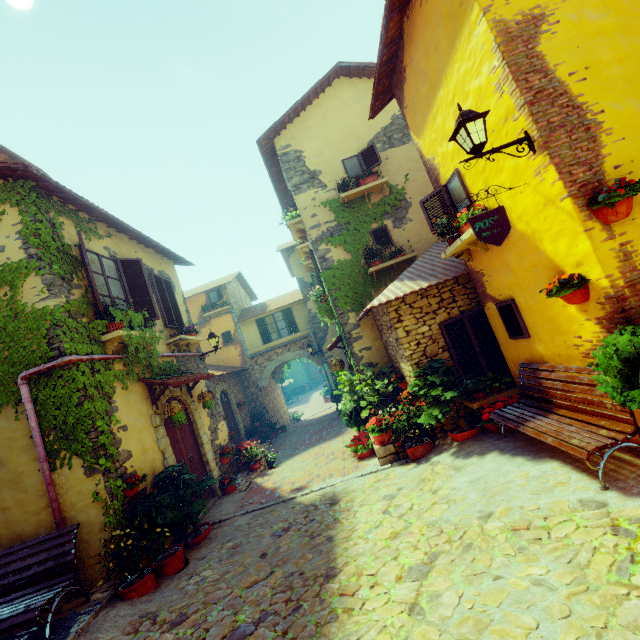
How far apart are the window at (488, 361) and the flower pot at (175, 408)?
5.97m

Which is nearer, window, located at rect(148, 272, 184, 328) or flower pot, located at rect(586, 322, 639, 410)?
flower pot, located at rect(586, 322, 639, 410)

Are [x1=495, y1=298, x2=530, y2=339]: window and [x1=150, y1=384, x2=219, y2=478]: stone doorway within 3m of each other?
no

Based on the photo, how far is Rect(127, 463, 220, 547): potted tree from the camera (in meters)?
5.30

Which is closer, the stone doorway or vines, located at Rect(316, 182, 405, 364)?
the stone doorway

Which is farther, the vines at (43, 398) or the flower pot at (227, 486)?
the flower pot at (227, 486)

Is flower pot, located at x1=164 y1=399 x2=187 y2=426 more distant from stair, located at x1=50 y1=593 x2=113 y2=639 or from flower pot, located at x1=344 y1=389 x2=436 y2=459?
flower pot, located at x1=344 y1=389 x2=436 y2=459

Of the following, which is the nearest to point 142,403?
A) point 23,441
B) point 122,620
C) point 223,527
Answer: point 23,441
